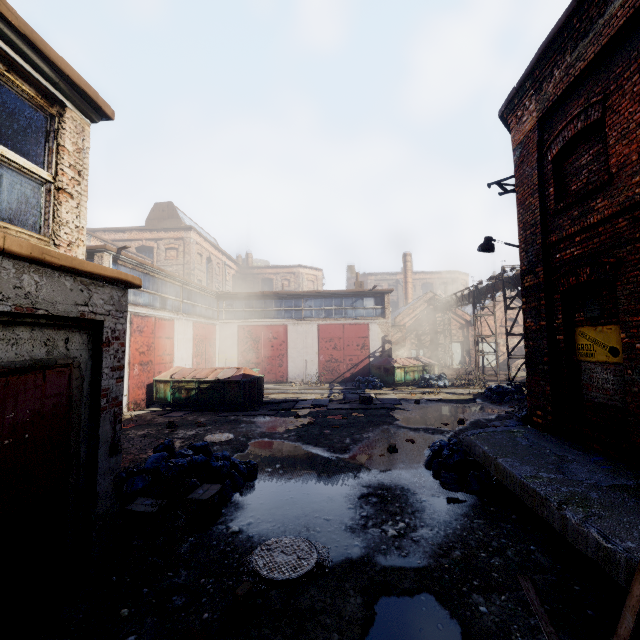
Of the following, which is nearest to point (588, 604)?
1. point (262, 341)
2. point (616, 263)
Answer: point (616, 263)

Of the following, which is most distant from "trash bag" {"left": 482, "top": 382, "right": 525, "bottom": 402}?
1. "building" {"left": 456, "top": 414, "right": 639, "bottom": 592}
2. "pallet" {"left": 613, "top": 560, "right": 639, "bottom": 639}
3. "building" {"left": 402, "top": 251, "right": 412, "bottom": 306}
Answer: "building" {"left": 402, "top": 251, "right": 412, "bottom": 306}

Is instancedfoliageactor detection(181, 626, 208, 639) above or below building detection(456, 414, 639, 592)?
below

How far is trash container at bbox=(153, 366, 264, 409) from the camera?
13.8 meters

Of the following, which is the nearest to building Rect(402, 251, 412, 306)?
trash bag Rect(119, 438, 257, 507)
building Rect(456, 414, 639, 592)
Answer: building Rect(456, 414, 639, 592)

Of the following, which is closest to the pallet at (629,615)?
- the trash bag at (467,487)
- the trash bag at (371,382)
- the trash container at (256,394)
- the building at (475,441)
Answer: the building at (475,441)

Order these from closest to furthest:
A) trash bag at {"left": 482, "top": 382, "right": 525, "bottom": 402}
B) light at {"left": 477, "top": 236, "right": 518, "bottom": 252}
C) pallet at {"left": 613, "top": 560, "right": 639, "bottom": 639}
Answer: pallet at {"left": 613, "top": 560, "right": 639, "bottom": 639} → light at {"left": 477, "top": 236, "right": 518, "bottom": 252} → trash bag at {"left": 482, "top": 382, "right": 525, "bottom": 402}

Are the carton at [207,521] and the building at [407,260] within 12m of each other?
no
